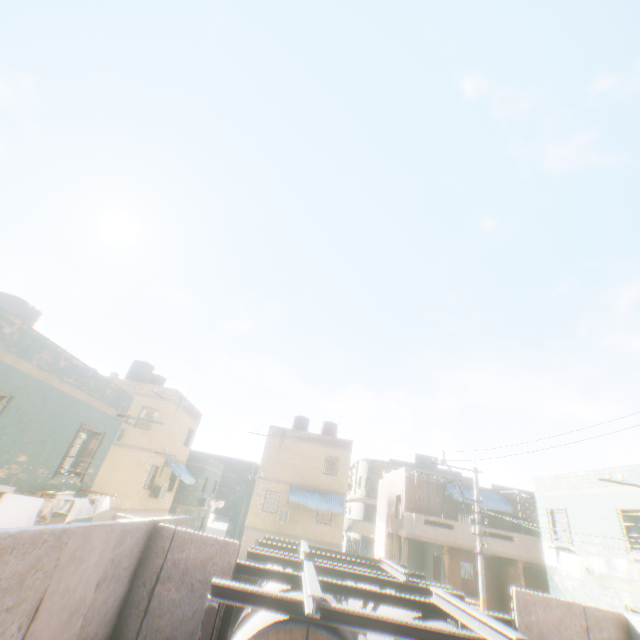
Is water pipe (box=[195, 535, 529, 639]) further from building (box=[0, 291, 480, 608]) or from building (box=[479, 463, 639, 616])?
building (box=[0, 291, 480, 608])

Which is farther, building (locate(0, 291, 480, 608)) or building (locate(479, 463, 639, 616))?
building (locate(479, 463, 639, 616))

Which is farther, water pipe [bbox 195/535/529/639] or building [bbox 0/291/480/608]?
building [bbox 0/291/480/608]

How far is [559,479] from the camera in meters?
15.8 m

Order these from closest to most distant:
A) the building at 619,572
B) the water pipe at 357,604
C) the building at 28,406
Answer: the water pipe at 357,604 < the building at 28,406 < the building at 619,572

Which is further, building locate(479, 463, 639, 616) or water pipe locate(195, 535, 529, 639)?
building locate(479, 463, 639, 616)

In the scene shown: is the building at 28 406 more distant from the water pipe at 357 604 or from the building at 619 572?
the water pipe at 357 604
